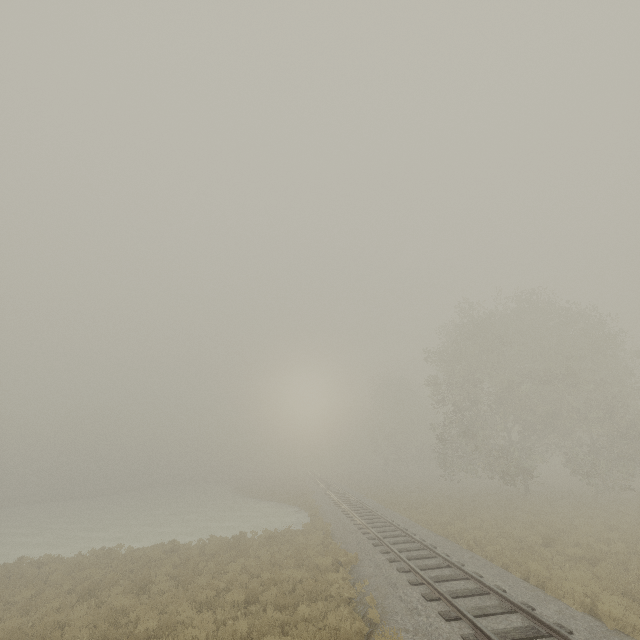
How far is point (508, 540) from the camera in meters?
15.0
